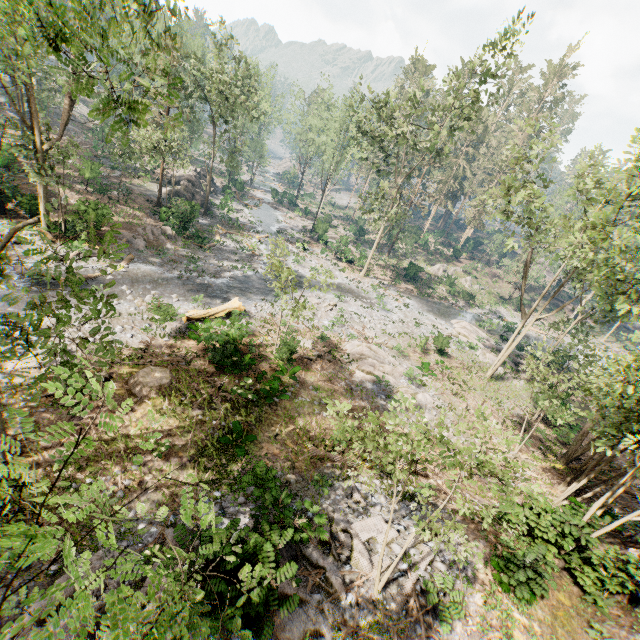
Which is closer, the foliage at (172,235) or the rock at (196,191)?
the foliage at (172,235)

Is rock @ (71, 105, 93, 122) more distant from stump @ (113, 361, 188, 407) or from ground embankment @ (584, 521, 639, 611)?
ground embankment @ (584, 521, 639, 611)

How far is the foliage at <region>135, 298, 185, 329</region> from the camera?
17.1 meters

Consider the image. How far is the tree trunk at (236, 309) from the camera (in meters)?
19.62

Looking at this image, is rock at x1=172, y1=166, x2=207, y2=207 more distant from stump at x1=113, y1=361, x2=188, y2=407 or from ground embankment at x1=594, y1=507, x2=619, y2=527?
ground embankment at x1=594, y1=507, x2=619, y2=527

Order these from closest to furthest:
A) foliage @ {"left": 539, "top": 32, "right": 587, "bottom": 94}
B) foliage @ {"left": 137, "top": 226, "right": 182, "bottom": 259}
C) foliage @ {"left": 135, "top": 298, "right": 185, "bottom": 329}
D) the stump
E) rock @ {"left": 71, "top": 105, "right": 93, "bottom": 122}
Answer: the stump
foliage @ {"left": 135, "top": 298, "right": 185, "bottom": 329}
foliage @ {"left": 137, "top": 226, "right": 182, "bottom": 259}
rock @ {"left": 71, "top": 105, "right": 93, "bottom": 122}
foliage @ {"left": 539, "top": 32, "right": 587, "bottom": 94}

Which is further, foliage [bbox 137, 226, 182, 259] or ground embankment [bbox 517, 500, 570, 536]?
foliage [bbox 137, 226, 182, 259]

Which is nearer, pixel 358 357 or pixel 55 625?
pixel 55 625
